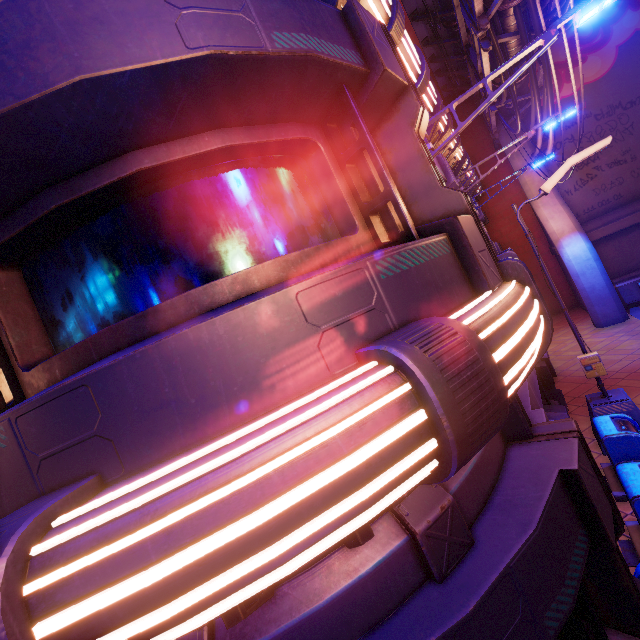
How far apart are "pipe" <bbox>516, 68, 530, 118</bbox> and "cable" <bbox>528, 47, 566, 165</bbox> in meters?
0.0 m

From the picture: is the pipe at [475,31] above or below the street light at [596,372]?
above

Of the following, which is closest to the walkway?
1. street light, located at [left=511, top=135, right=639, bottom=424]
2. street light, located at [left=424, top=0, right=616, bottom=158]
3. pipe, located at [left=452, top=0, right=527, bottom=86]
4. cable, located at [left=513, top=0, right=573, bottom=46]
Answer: pipe, located at [left=452, top=0, right=527, bottom=86]

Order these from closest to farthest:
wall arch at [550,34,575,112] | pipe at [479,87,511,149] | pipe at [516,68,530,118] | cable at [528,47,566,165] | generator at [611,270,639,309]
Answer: cable at [528,47,566,165], pipe at [516,68,530,118], pipe at [479,87,511,149], generator at [611,270,639,309], wall arch at [550,34,575,112]

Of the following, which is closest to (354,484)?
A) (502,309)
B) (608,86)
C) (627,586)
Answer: (502,309)

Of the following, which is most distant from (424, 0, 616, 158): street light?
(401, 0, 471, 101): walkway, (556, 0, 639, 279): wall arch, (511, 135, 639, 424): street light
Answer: (556, 0, 639, 279): wall arch

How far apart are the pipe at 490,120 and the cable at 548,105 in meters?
0.0 m
